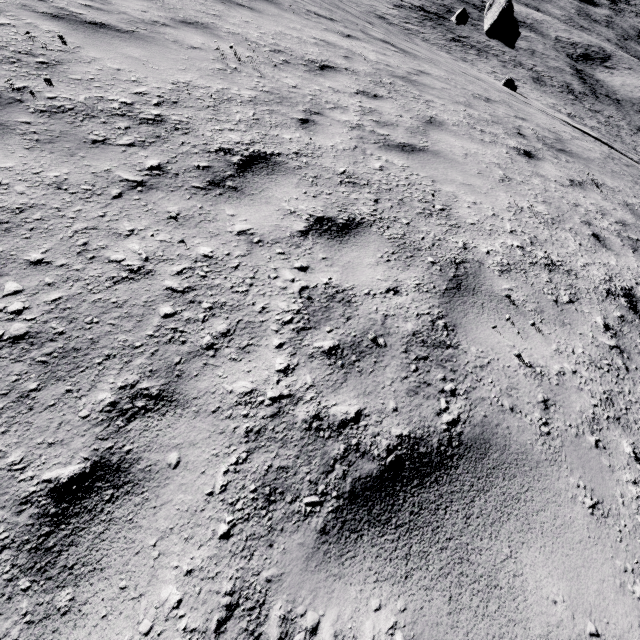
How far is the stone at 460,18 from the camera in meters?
18.1

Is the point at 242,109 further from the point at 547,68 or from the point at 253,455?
the point at 547,68

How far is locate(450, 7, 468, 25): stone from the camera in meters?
18.1
